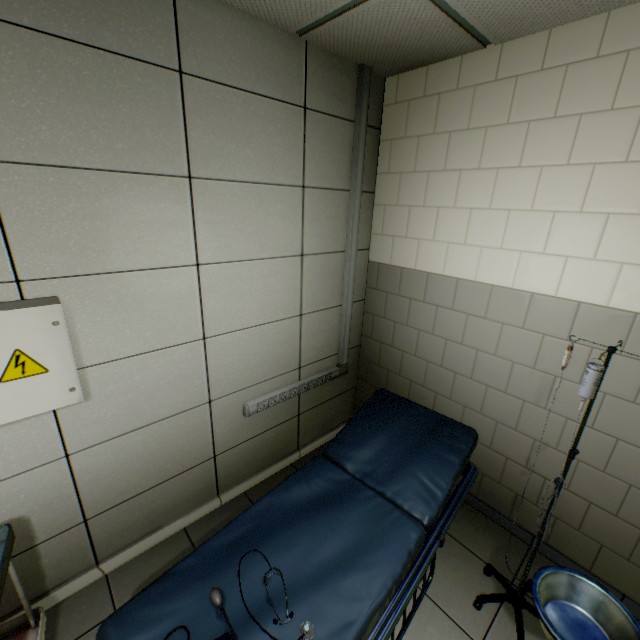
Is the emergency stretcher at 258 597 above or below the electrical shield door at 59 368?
below

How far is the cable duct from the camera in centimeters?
238cm

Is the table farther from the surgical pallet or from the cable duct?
the surgical pallet

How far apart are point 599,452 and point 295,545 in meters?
1.9 m

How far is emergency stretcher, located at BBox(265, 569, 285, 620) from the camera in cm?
126

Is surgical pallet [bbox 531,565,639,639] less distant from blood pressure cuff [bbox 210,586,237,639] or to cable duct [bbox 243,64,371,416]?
blood pressure cuff [bbox 210,586,237,639]

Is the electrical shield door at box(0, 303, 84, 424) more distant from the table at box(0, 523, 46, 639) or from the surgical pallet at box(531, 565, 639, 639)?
the surgical pallet at box(531, 565, 639, 639)

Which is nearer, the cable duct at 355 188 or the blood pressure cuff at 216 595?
the blood pressure cuff at 216 595
